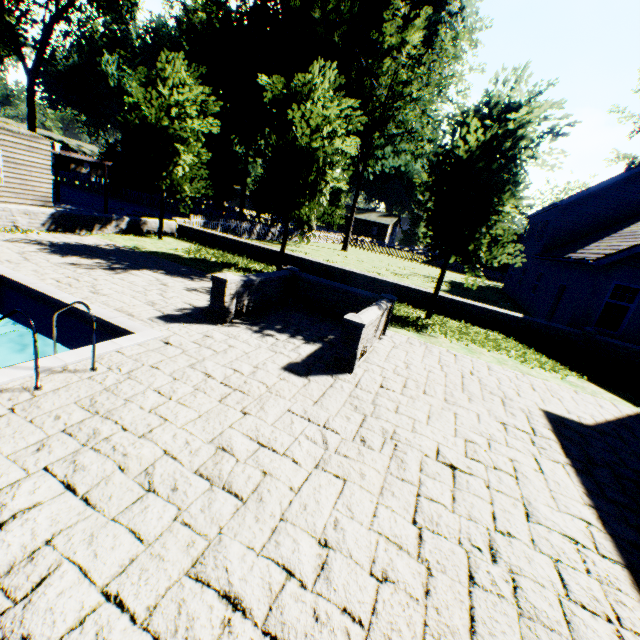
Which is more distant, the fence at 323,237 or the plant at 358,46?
the fence at 323,237

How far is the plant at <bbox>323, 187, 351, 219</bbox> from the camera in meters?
43.3 m

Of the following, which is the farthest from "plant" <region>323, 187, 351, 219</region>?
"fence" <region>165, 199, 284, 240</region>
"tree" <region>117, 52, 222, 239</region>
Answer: "tree" <region>117, 52, 222, 239</region>

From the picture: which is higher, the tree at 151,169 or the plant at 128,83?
the plant at 128,83

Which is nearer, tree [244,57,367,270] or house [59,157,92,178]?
tree [244,57,367,270]

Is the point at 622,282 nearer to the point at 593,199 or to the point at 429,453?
the point at 593,199

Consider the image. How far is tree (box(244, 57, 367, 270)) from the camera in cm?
1119

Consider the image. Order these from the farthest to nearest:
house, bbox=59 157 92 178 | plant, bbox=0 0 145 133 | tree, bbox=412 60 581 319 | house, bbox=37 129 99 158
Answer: house, bbox=59 157 92 178, house, bbox=37 129 99 158, plant, bbox=0 0 145 133, tree, bbox=412 60 581 319
